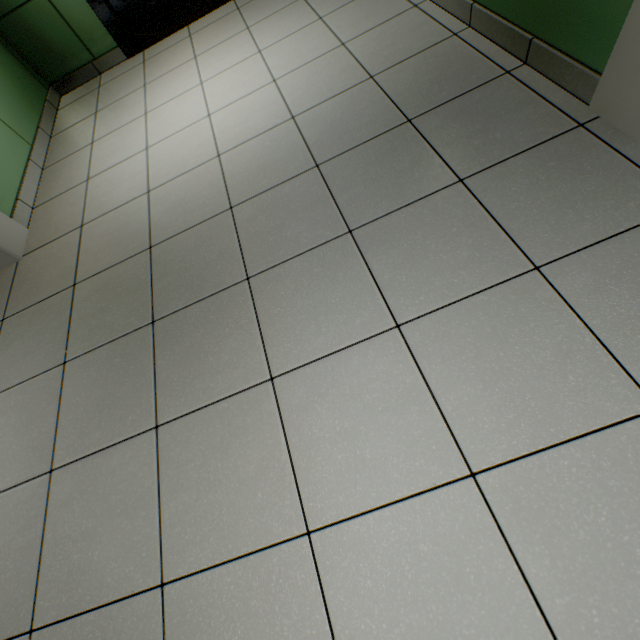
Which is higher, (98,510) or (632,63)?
(632,63)
